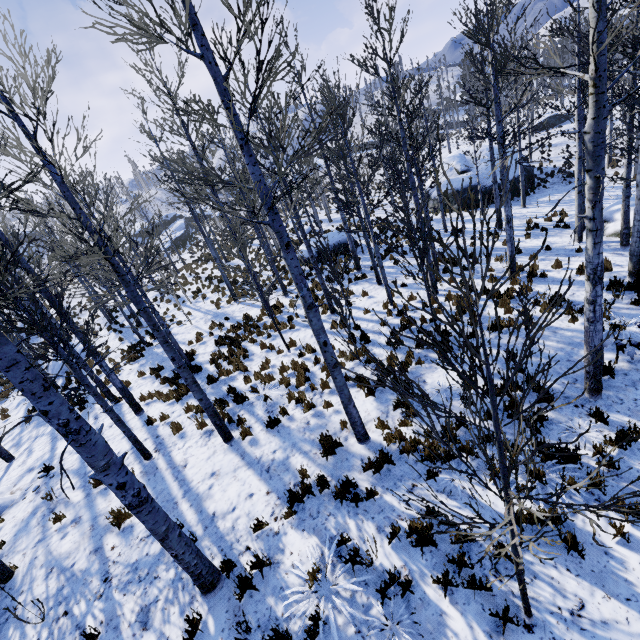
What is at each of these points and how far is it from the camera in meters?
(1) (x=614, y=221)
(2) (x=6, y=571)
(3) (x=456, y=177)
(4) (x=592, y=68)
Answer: (1) rock, 13.1
(2) instancedfoliageactor, 5.9
(3) rock, 24.2
(4) instancedfoliageactor, 4.0

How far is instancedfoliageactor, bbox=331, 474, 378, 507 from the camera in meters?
5.5 m

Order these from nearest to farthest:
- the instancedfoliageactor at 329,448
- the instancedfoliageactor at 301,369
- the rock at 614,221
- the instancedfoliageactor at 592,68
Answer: the instancedfoliageactor at 592,68
the instancedfoliageactor at 329,448
the instancedfoliageactor at 301,369
the rock at 614,221

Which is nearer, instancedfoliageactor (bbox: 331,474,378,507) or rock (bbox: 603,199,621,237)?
instancedfoliageactor (bbox: 331,474,378,507)

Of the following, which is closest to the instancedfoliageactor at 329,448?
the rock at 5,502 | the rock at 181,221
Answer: the rock at 5,502

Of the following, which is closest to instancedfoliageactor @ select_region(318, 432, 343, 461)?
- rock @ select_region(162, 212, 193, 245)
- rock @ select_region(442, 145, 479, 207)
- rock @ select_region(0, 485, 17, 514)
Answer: rock @ select_region(0, 485, 17, 514)

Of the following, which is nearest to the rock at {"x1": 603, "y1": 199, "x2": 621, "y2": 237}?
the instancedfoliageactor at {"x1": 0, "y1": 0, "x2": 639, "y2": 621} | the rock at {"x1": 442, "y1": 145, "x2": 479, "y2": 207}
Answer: the instancedfoliageactor at {"x1": 0, "y1": 0, "x2": 639, "y2": 621}
